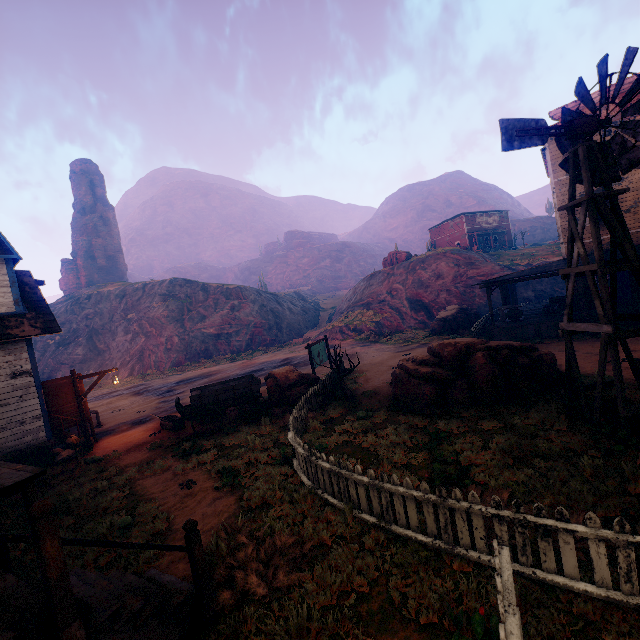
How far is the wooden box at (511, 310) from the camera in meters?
20.0 m

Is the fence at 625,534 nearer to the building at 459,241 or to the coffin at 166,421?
the building at 459,241

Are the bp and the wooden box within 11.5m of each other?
no

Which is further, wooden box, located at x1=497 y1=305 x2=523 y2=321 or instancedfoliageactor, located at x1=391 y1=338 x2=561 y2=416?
wooden box, located at x1=497 y1=305 x2=523 y2=321

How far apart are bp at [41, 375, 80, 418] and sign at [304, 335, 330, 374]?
9.9 meters

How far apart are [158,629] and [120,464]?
8.7m

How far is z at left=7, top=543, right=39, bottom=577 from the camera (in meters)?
6.21

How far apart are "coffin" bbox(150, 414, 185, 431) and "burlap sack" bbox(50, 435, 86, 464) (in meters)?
2.24
